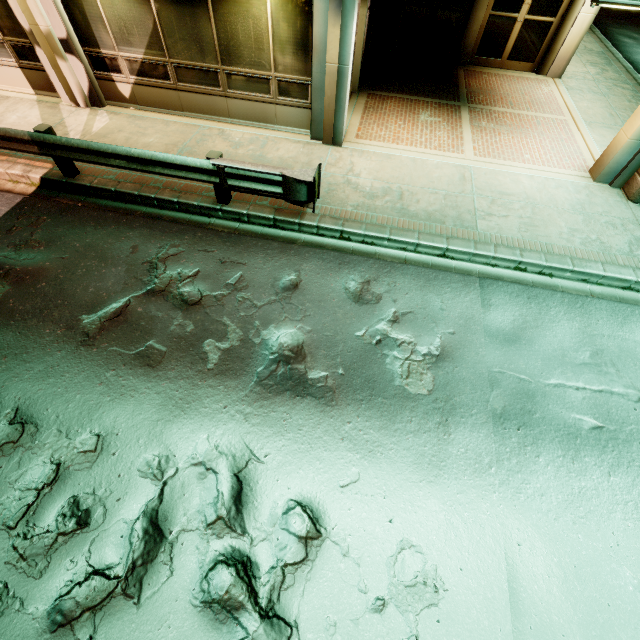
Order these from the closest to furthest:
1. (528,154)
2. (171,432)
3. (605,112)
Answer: (171,432)
(528,154)
(605,112)
